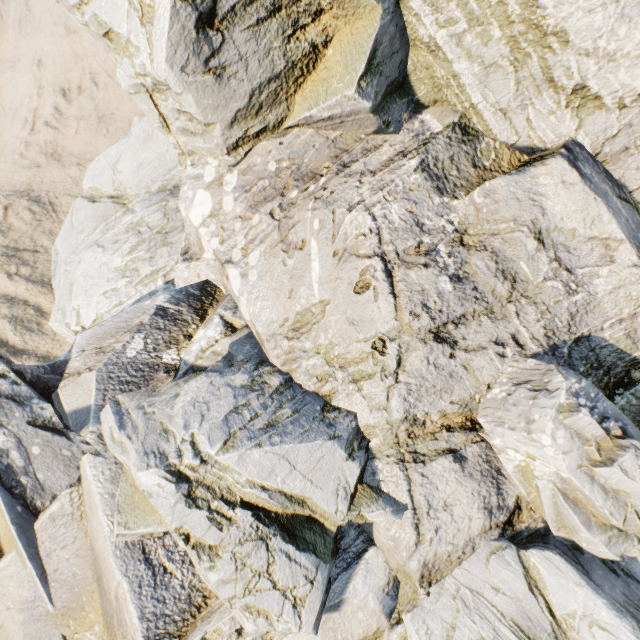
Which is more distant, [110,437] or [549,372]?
[110,437]
